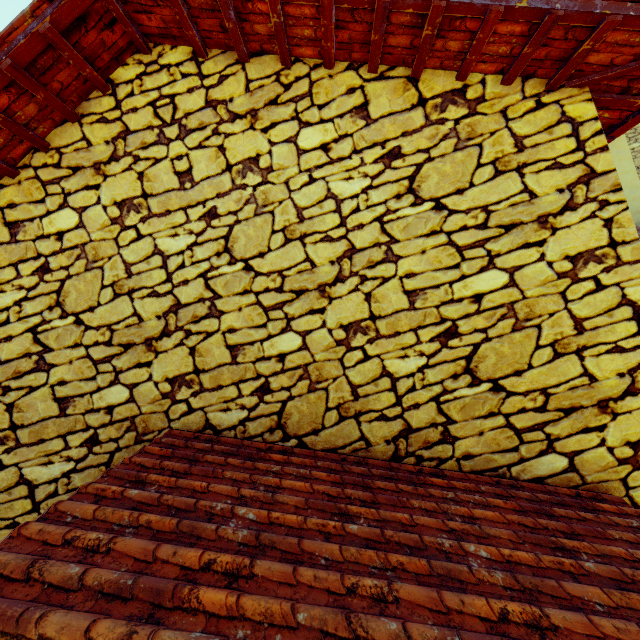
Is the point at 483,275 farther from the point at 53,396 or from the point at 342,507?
the point at 53,396
